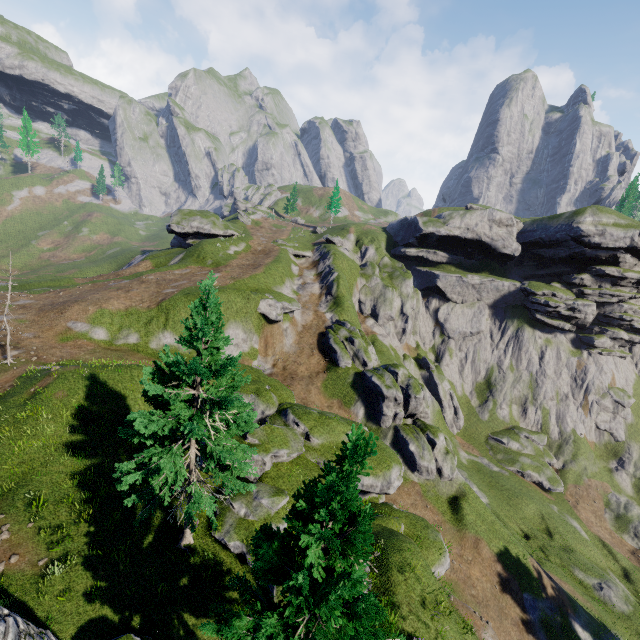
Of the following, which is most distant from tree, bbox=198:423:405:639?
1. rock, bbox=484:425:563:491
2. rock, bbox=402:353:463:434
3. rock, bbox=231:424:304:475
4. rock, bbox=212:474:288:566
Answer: rock, bbox=484:425:563:491

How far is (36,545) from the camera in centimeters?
1330cm

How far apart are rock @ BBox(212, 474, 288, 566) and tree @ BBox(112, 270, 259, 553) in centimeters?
655cm

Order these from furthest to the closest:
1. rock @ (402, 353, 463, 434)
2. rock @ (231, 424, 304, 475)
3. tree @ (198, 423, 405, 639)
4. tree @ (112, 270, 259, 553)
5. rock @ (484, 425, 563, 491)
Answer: rock @ (402, 353, 463, 434)
rock @ (484, 425, 563, 491)
rock @ (231, 424, 304, 475)
tree @ (112, 270, 259, 553)
tree @ (198, 423, 405, 639)

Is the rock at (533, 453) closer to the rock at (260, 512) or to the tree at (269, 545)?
the rock at (260, 512)

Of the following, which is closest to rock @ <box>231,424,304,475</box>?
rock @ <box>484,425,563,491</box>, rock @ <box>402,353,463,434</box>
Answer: rock @ <box>402,353,463,434</box>

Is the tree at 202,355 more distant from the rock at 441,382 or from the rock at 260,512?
the rock at 441,382

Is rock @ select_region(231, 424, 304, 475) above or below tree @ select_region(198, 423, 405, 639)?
below
